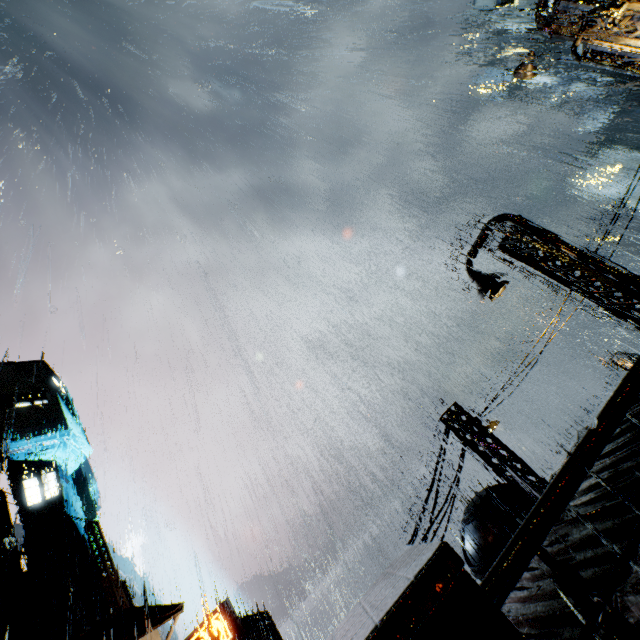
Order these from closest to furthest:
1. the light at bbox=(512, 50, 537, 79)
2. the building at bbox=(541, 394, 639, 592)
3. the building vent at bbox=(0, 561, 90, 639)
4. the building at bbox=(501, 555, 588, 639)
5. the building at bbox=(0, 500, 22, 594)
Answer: the building at bbox=(501, 555, 588, 639) < the building at bbox=(541, 394, 639, 592) < the light at bbox=(512, 50, 537, 79) < the building vent at bbox=(0, 561, 90, 639) < the building at bbox=(0, 500, 22, 594)

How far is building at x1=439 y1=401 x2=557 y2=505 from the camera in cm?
1103

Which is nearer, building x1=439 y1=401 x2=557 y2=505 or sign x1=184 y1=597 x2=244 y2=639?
building x1=439 y1=401 x2=557 y2=505

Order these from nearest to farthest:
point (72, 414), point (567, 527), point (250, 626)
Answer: point (567, 527) → point (250, 626) → point (72, 414)

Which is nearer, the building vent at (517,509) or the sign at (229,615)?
the building vent at (517,509)

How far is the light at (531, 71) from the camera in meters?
11.6 m

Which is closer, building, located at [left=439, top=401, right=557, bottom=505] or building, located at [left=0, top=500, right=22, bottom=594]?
building, located at [left=439, top=401, right=557, bottom=505]

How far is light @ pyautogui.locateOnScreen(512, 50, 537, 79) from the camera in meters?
11.6 m
